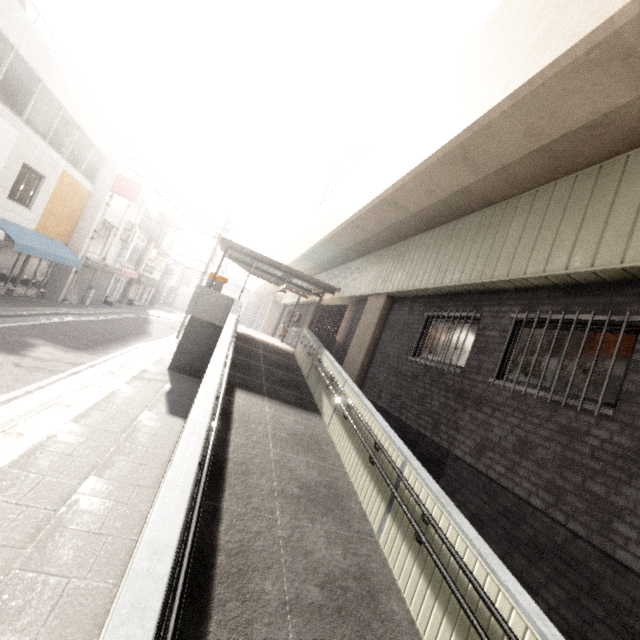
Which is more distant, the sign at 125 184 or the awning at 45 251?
the sign at 125 184

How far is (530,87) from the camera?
4.14m

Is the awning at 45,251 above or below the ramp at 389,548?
above

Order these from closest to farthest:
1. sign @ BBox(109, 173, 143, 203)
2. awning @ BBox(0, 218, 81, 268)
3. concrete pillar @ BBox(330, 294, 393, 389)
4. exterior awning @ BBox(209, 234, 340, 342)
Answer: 1. concrete pillar @ BBox(330, 294, 393, 389)
2. awning @ BBox(0, 218, 81, 268)
3. exterior awning @ BBox(209, 234, 340, 342)
4. sign @ BBox(109, 173, 143, 203)

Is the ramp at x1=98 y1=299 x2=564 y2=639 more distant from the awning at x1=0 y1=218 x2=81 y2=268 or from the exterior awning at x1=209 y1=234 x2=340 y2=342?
the awning at x1=0 y1=218 x2=81 y2=268

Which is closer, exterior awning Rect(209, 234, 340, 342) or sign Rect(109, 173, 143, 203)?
exterior awning Rect(209, 234, 340, 342)

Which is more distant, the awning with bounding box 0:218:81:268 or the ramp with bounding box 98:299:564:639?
the awning with bounding box 0:218:81:268

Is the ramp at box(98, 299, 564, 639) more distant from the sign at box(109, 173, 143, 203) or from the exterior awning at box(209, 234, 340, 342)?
the sign at box(109, 173, 143, 203)
